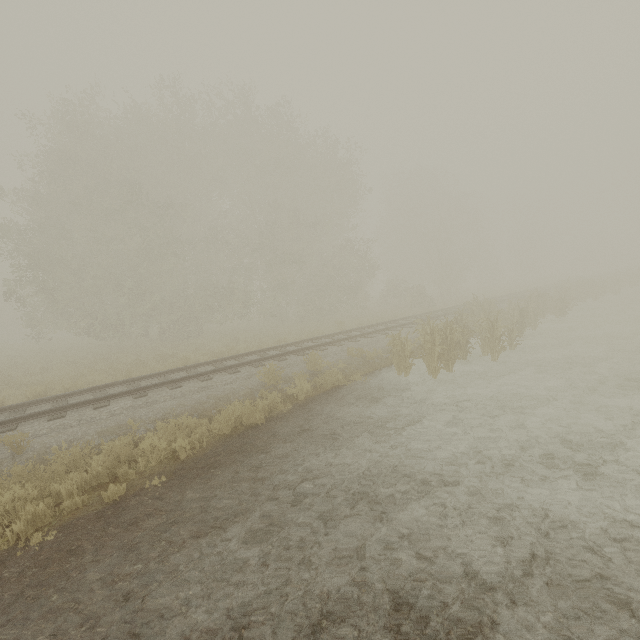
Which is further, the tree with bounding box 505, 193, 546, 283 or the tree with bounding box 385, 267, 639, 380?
the tree with bounding box 505, 193, 546, 283

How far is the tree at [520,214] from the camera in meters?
50.1 m

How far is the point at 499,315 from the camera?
16.2m

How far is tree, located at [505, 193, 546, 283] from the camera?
50.1m

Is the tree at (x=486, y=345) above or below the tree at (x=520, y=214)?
below

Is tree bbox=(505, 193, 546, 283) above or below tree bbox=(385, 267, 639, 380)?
above
